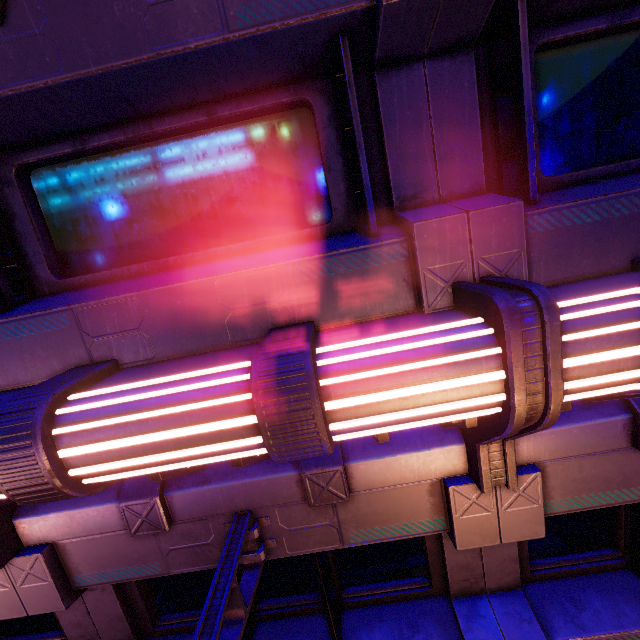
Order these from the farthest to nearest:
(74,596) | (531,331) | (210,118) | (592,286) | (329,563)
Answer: (329,563)
(74,596)
(210,118)
(592,286)
(531,331)
